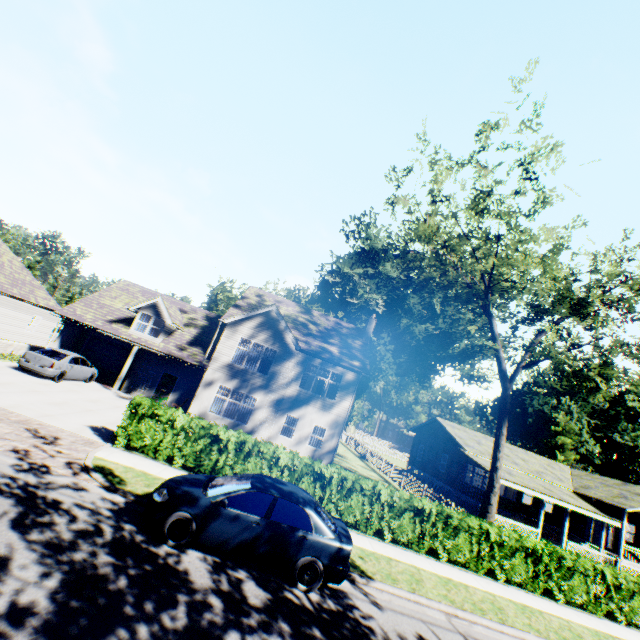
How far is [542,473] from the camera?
28.4m

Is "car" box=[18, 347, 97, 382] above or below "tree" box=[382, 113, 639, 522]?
below

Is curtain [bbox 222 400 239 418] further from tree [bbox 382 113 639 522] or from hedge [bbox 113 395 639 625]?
tree [bbox 382 113 639 522]

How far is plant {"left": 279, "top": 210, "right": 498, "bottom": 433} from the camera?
49.0 meters

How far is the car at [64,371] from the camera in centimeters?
1692cm

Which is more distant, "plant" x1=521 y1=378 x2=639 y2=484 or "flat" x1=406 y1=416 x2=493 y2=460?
"plant" x1=521 y1=378 x2=639 y2=484

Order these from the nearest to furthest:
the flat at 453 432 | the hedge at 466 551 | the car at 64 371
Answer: the hedge at 466 551
the car at 64 371
the flat at 453 432

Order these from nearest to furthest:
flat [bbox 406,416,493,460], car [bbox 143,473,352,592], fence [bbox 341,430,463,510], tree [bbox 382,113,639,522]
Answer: car [bbox 143,473,352,592] < tree [bbox 382,113,639,522] < fence [bbox 341,430,463,510] < flat [bbox 406,416,493,460]
